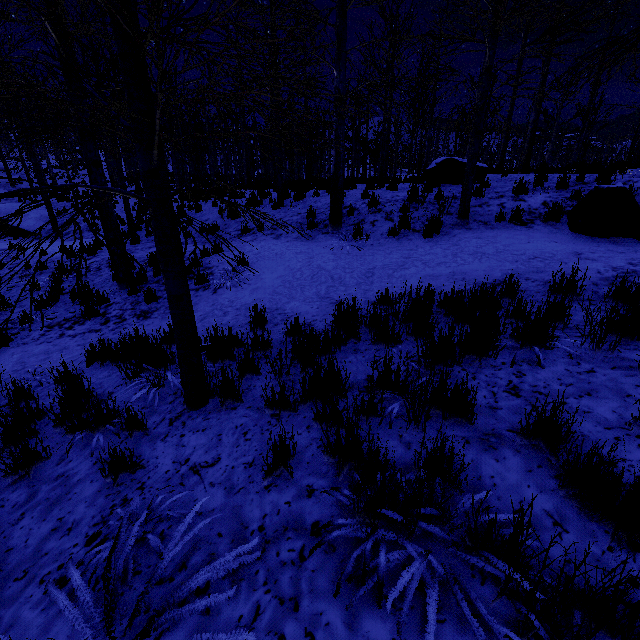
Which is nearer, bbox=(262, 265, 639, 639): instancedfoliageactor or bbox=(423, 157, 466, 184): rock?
bbox=(262, 265, 639, 639): instancedfoliageactor

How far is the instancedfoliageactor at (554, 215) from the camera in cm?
667

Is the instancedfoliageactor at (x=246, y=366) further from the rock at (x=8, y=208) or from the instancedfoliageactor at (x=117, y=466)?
the rock at (x=8, y=208)

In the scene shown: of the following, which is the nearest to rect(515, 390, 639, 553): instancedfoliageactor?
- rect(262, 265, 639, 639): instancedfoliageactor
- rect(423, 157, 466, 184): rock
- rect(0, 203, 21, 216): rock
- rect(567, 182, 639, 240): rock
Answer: rect(262, 265, 639, 639): instancedfoliageactor

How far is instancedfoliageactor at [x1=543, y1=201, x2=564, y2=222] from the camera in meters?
6.7 m

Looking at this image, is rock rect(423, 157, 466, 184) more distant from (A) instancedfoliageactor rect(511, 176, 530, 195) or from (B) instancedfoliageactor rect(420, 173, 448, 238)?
(A) instancedfoliageactor rect(511, 176, 530, 195)

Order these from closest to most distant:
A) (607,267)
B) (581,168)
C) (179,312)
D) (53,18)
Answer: (179,312) < (607,267) < (53,18) < (581,168)

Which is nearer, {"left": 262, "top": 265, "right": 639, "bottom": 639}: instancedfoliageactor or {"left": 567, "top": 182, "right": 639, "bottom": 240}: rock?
{"left": 262, "top": 265, "right": 639, "bottom": 639}: instancedfoliageactor
